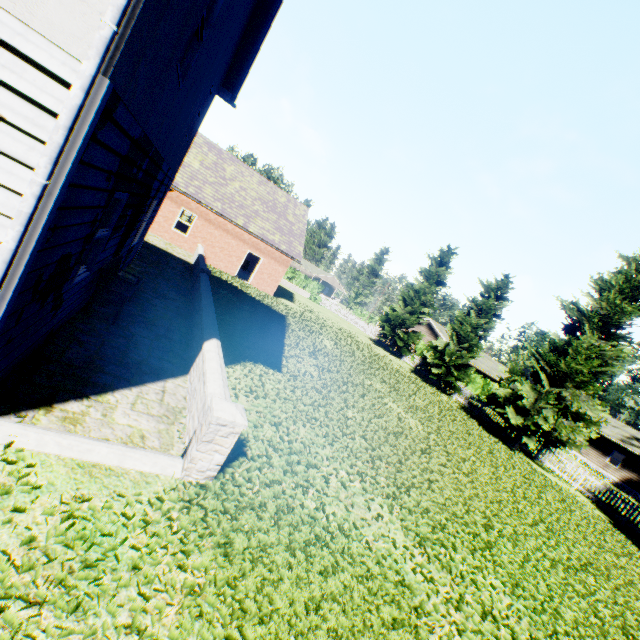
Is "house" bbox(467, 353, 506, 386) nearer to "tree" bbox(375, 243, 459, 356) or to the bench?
"tree" bbox(375, 243, 459, 356)

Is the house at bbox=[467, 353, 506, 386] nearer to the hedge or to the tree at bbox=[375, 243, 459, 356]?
the hedge

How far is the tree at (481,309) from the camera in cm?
2484

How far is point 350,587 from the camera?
3.84m

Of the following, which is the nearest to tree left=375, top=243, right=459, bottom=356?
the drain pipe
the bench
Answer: the bench

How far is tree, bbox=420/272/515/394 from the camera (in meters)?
24.84

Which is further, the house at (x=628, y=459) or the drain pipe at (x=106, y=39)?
the house at (x=628, y=459)

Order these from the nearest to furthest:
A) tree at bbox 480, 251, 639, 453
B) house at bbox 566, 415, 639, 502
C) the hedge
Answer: tree at bbox 480, 251, 639, 453
house at bbox 566, 415, 639, 502
the hedge
